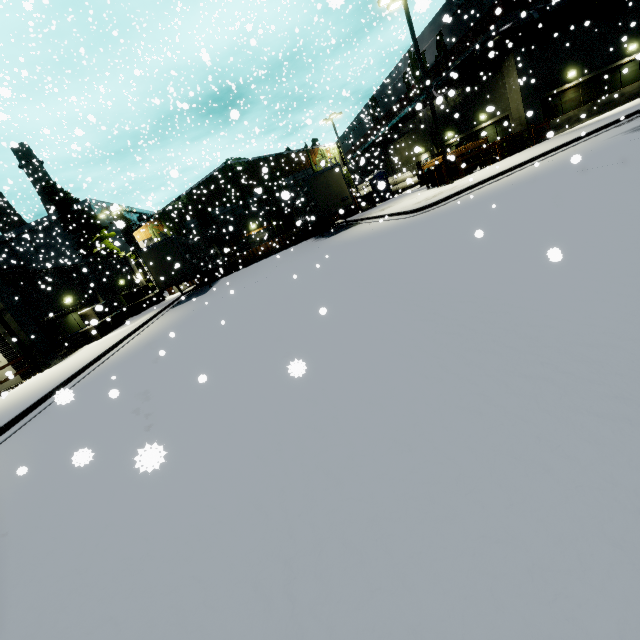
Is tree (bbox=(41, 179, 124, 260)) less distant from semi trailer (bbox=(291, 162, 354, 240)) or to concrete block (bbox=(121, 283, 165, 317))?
semi trailer (bbox=(291, 162, 354, 240))

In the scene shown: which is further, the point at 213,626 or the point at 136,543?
the point at 136,543

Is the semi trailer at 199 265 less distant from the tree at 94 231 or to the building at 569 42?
the building at 569 42

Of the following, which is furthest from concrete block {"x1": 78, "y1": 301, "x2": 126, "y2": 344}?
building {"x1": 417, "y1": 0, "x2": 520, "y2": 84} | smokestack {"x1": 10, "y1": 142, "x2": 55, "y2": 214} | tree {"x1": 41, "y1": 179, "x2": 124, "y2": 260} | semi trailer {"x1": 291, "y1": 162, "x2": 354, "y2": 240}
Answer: tree {"x1": 41, "y1": 179, "x2": 124, "y2": 260}

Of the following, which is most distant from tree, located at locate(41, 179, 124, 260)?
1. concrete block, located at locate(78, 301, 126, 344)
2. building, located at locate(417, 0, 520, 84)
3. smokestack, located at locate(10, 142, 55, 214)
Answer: concrete block, located at locate(78, 301, 126, 344)

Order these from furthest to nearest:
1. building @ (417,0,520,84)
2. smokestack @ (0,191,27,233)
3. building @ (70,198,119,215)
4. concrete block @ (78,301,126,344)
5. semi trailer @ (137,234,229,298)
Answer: smokestack @ (0,191,27,233) < semi trailer @ (137,234,229,298) < building @ (70,198,119,215) < building @ (417,0,520,84) < concrete block @ (78,301,126,344)

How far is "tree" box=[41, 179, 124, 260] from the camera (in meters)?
30.42

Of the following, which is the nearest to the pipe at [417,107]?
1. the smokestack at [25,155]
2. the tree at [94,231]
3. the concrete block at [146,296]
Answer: the smokestack at [25,155]
